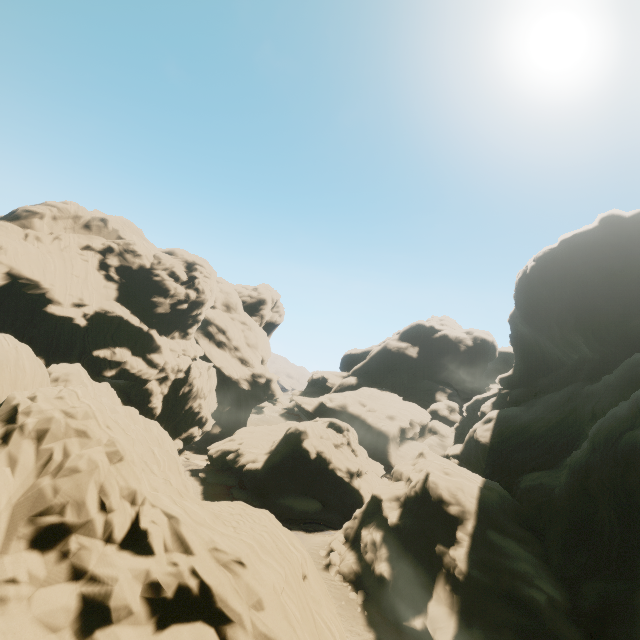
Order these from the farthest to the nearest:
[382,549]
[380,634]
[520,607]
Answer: [382,549]
[380,634]
[520,607]
